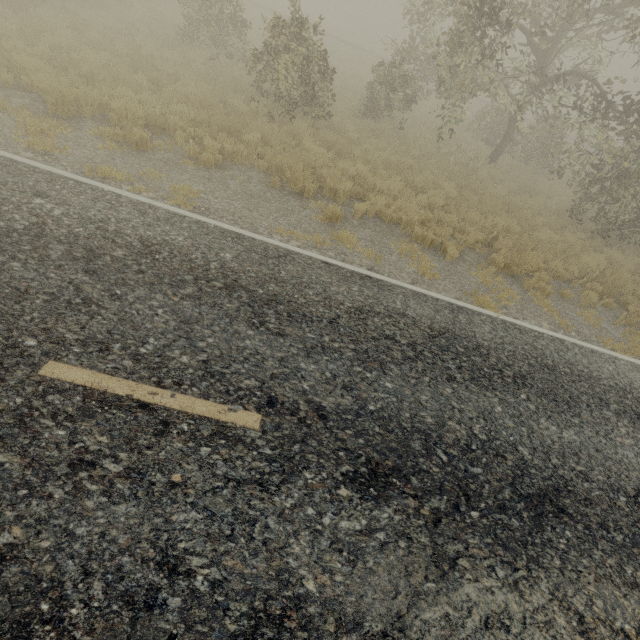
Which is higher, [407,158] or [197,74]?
[407,158]
